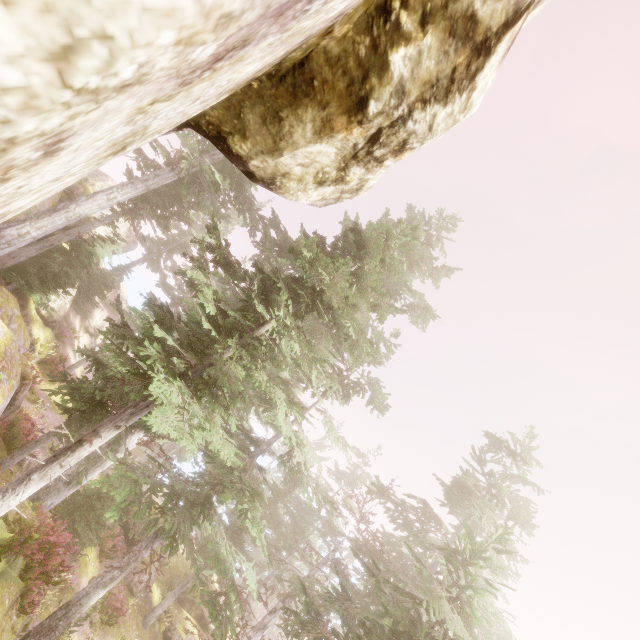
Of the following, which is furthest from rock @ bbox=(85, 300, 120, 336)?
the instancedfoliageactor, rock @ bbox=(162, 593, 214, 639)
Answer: rock @ bbox=(162, 593, 214, 639)

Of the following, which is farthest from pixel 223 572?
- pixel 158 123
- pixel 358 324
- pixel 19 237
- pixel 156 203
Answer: pixel 156 203

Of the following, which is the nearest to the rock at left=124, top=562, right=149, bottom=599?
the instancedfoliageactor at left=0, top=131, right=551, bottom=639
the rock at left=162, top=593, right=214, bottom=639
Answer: the instancedfoliageactor at left=0, top=131, right=551, bottom=639

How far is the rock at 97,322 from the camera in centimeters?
3254cm

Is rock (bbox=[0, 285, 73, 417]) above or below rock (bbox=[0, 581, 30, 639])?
above

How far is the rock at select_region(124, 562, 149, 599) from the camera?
19.6 meters

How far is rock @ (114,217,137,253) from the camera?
28.9 meters

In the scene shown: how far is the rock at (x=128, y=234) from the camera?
28.9m
